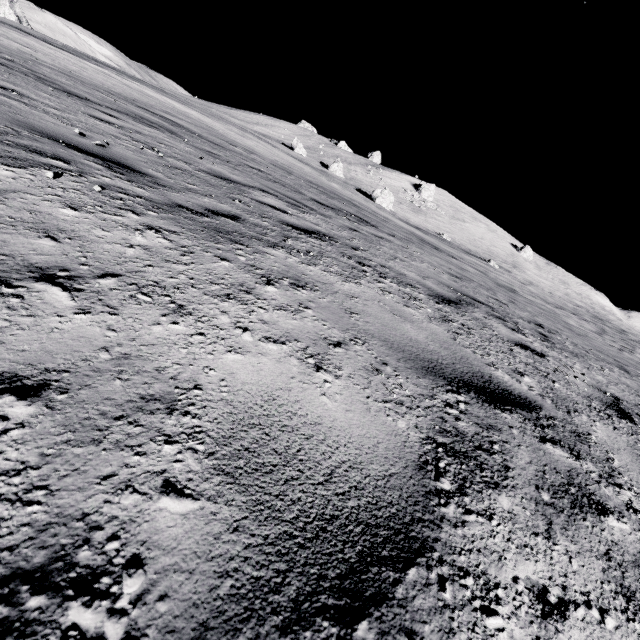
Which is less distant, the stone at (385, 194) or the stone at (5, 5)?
the stone at (385, 194)

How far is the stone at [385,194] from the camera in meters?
38.5

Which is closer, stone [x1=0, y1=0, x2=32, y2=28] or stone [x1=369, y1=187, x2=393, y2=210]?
stone [x1=369, y1=187, x2=393, y2=210]

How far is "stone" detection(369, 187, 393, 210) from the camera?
38.50m

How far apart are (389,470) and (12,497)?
1.0 meters
